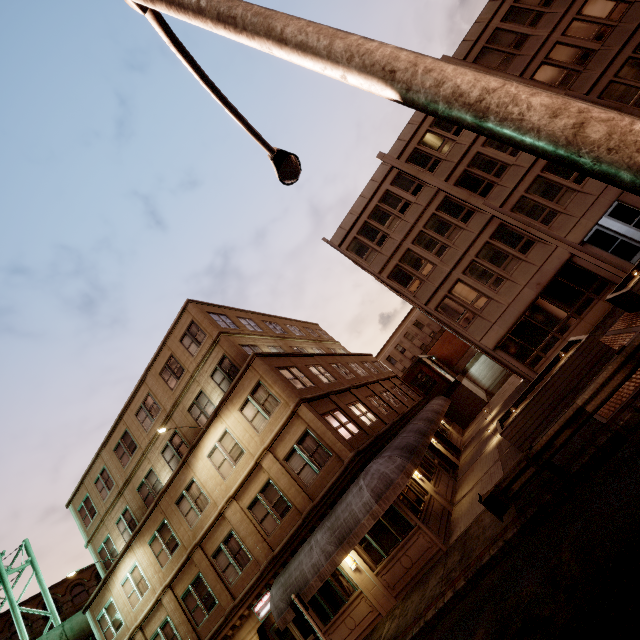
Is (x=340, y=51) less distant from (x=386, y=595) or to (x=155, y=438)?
(x=386, y=595)

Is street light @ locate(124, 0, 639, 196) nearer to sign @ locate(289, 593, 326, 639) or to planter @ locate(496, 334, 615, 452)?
planter @ locate(496, 334, 615, 452)

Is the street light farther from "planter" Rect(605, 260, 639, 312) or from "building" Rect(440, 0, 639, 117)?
"building" Rect(440, 0, 639, 117)

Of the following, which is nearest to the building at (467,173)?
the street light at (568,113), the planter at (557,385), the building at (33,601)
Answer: the planter at (557,385)

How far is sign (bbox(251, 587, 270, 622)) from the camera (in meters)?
14.98

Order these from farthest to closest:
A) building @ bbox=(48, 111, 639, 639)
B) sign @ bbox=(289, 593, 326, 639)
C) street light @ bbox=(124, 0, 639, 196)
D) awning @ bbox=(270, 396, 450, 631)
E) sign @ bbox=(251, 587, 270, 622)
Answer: building @ bbox=(48, 111, 639, 639), sign @ bbox=(251, 587, 270, 622), awning @ bbox=(270, 396, 450, 631), sign @ bbox=(289, 593, 326, 639), street light @ bbox=(124, 0, 639, 196)

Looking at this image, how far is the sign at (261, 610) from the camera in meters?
15.0

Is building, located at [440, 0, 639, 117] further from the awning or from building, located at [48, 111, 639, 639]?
building, located at [48, 111, 639, 639]
